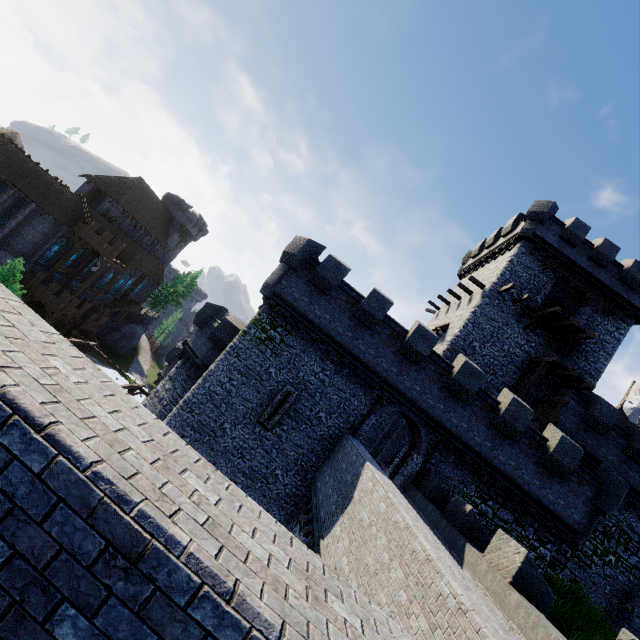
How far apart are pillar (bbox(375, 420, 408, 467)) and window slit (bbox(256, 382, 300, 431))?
11.56m

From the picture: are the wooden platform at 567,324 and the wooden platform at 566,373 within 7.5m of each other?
yes

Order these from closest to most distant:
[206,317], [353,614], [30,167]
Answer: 1. [353,614]
2. [206,317]
3. [30,167]

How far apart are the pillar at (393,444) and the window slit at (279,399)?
11.6 meters

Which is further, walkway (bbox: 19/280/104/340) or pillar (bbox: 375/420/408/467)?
walkway (bbox: 19/280/104/340)

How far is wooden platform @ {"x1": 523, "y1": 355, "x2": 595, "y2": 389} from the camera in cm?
2005

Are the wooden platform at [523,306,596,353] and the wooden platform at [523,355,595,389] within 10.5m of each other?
yes

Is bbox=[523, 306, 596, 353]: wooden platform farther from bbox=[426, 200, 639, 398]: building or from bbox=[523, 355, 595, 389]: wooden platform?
bbox=[523, 355, 595, 389]: wooden platform
